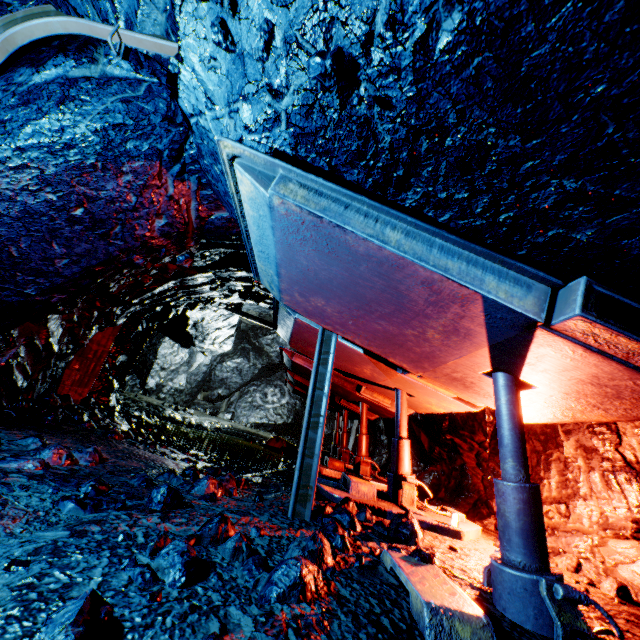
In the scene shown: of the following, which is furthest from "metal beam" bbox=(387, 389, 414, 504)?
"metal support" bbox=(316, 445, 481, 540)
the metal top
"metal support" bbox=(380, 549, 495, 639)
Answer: "metal support" bbox=(380, 549, 495, 639)

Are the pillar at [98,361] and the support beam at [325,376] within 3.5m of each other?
no

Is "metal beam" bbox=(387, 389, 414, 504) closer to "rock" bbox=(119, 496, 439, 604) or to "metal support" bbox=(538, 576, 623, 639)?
"rock" bbox=(119, 496, 439, 604)

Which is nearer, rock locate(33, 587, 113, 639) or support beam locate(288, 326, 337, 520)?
rock locate(33, 587, 113, 639)

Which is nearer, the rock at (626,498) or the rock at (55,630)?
the rock at (55,630)

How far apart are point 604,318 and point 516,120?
0.94m

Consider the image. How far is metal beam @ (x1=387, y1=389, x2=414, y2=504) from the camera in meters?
4.3

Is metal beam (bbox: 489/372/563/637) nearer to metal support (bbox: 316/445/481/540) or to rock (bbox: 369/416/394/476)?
rock (bbox: 369/416/394/476)
